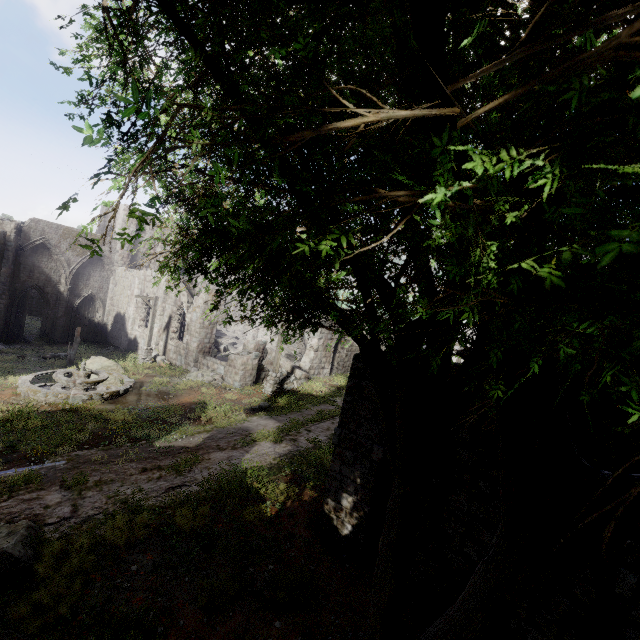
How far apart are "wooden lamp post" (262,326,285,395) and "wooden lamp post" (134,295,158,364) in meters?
8.7 m

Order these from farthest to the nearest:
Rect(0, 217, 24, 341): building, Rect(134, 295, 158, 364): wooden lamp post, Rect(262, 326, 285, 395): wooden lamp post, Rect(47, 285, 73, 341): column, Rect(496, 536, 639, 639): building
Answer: Rect(47, 285, 73, 341): column → Rect(0, 217, 24, 341): building → Rect(134, 295, 158, 364): wooden lamp post → Rect(262, 326, 285, 395): wooden lamp post → Rect(496, 536, 639, 639): building

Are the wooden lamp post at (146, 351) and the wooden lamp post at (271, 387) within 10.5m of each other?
yes

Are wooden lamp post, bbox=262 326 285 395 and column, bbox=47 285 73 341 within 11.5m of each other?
no

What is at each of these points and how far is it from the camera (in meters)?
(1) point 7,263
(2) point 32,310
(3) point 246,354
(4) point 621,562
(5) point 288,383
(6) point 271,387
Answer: (1) building, 23.80
(2) building, 43.69
(3) building, 19.77
(4) building, 5.02
(5) rubble, 21.33
(6) wooden lamp post, 18.73

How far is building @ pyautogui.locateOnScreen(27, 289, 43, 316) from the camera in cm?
4341

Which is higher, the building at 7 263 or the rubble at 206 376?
the building at 7 263

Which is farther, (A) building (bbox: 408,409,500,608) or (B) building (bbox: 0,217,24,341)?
(B) building (bbox: 0,217,24,341)
